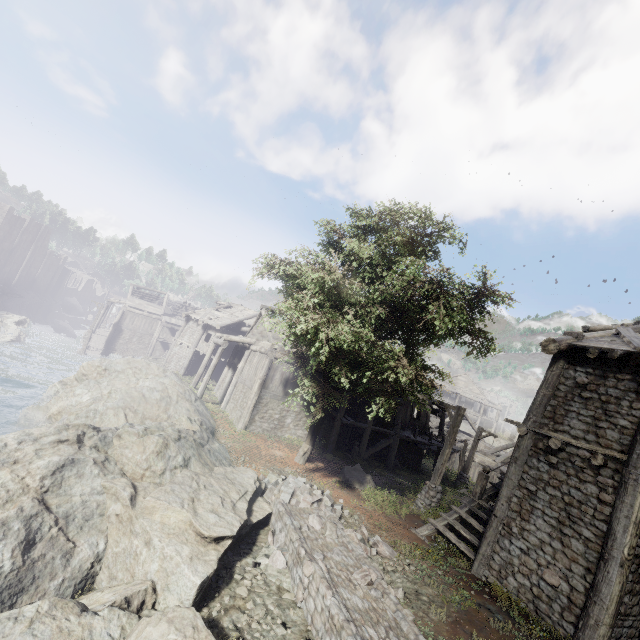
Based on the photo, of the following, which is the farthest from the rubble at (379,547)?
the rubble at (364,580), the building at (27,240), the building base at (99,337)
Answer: the building base at (99,337)

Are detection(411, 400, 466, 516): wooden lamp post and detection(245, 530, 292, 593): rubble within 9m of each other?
yes

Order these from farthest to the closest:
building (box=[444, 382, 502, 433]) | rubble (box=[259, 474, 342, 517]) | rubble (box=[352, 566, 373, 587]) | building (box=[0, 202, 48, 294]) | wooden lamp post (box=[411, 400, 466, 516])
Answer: building (box=[444, 382, 502, 433]) → building (box=[0, 202, 48, 294]) → wooden lamp post (box=[411, 400, 466, 516]) → rubble (box=[259, 474, 342, 517]) → rubble (box=[352, 566, 373, 587])

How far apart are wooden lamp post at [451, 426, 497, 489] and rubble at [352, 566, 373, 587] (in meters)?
18.17

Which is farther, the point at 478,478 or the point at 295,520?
the point at 478,478

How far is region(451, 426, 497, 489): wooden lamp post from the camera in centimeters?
2280cm

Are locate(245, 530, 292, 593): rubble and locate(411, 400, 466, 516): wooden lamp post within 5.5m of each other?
no

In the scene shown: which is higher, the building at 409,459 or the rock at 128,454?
the building at 409,459
